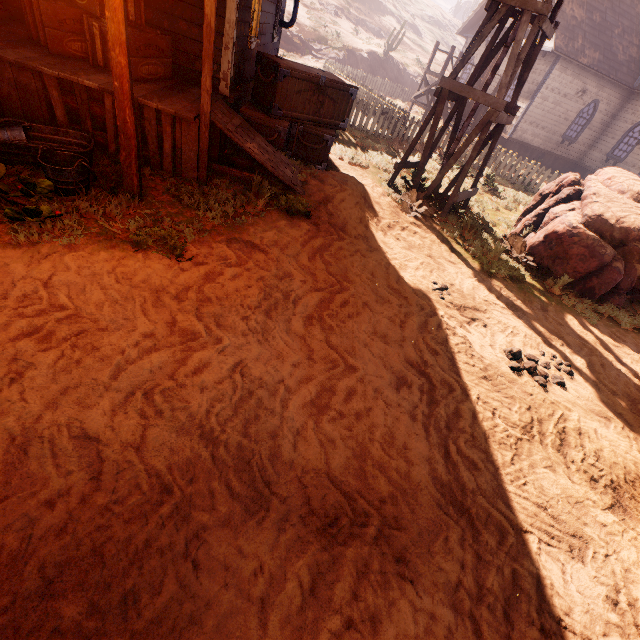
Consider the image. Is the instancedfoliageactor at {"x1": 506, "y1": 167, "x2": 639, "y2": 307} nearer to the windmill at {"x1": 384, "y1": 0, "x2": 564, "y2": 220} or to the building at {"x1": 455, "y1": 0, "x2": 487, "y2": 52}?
the windmill at {"x1": 384, "y1": 0, "x2": 564, "y2": 220}

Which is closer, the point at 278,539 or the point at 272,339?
the point at 278,539

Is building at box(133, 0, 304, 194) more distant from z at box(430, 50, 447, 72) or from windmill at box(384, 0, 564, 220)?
windmill at box(384, 0, 564, 220)

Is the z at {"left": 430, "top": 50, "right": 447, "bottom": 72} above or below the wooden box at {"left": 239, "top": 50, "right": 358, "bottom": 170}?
above

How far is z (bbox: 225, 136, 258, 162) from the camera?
6.12m

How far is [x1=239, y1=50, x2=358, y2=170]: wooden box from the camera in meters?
6.3 m

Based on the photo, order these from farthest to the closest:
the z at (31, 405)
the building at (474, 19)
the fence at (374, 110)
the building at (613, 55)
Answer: the building at (474, 19), the building at (613, 55), the fence at (374, 110), the z at (31, 405)

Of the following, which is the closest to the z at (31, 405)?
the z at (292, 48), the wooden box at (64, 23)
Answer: the wooden box at (64, 23)
